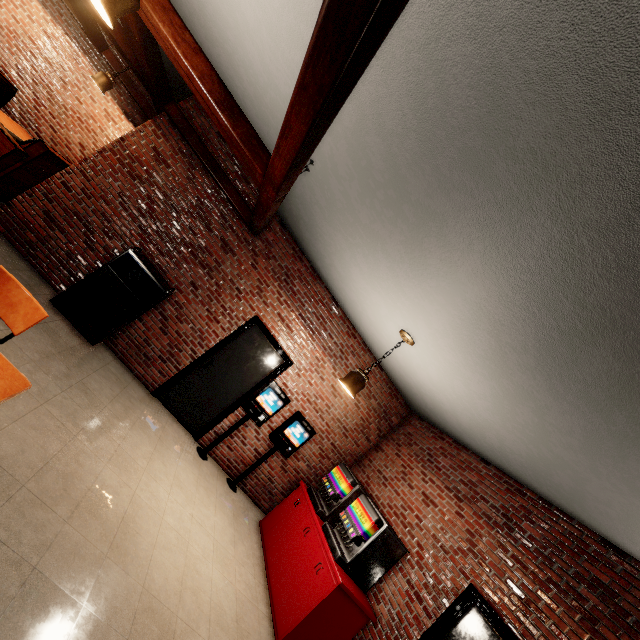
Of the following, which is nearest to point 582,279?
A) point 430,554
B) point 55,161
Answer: point 430,554
